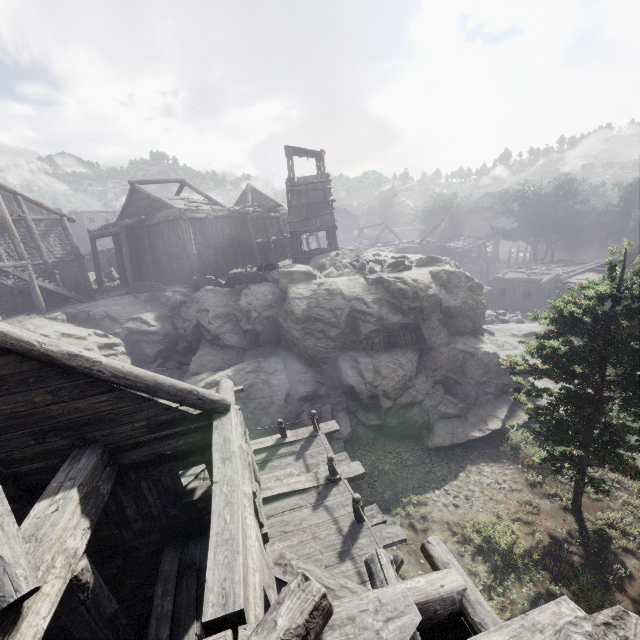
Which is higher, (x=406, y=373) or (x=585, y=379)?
(x=585, y=379)

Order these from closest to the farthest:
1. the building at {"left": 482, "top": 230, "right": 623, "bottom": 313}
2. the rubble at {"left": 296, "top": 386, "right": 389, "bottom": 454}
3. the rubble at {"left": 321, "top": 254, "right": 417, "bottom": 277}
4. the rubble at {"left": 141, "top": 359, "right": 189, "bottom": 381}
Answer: the rubble at {"left": 296, "top": 386, "right": 389, "bottom": 454}
the rubble at {"left": 321, "top": 254, "right": 417, "bottom": 277}
the rubble at {"left": 141, "top": 359, "right": 189, "bottom": 381}
the building at {"left": 482, "top": 230, "right": 623, "bottom": 313}

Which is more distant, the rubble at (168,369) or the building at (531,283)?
the building at (531,283)

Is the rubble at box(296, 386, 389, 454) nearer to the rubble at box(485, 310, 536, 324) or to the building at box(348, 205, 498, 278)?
the building at box(348, 205, 498, 278)

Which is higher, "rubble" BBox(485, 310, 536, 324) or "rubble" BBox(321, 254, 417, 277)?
"rubble" BBox(321, 254, 417, 277)

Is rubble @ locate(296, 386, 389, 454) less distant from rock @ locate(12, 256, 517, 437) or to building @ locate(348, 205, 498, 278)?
rock @ locate(12, 256, 517, 437)

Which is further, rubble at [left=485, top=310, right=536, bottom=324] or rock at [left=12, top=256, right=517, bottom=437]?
rubble at [left=485, top=310, right=536, bottom=324]

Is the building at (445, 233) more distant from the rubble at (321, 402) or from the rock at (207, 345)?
the rubble at (321, 402)
